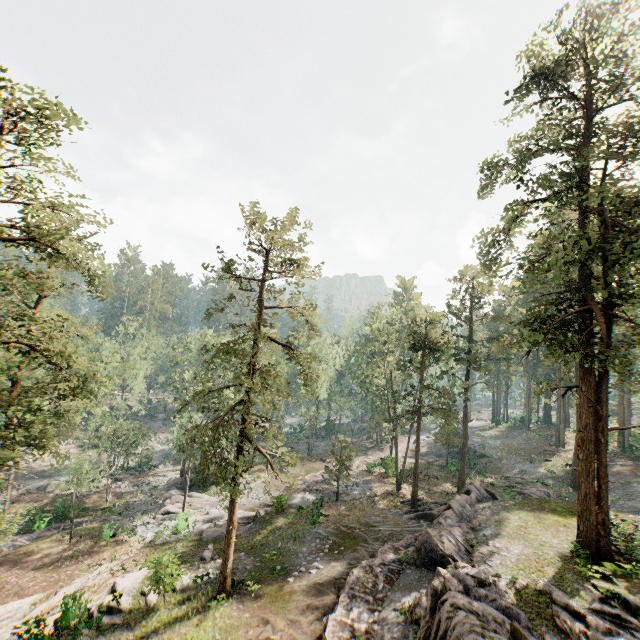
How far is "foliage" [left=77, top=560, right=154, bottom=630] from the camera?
17.8 meters

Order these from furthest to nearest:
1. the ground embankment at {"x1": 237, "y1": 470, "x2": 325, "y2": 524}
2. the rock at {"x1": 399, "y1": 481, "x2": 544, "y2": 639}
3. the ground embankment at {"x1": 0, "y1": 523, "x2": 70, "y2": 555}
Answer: the ground embankment at {"x1": 237, "y1": 470, "x2": 325, "y2": 524} < the ground embankment at {"x1": 0, "y1": 523, "x2": 70, "y2": 555} < the rock at {"x1": 399, "y1": 481, "x2": 544, "y2": 639}

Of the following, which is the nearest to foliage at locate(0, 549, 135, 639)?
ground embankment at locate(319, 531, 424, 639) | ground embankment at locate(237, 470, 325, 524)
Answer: ground embankment at locate(237, 470, 325, 524)

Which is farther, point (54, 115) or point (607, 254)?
point (607, 254)

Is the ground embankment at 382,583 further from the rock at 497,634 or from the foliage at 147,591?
the foliage at 147,591

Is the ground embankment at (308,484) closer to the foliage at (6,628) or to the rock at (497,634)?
the foliage at (6,628)

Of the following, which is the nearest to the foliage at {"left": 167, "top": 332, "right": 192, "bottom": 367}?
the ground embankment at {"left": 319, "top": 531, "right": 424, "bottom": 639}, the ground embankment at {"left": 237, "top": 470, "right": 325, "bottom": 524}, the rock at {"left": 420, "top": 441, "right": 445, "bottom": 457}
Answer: the ground embankment at {"left": 237, "top": 470, "right": 325, "bottom": 524}
